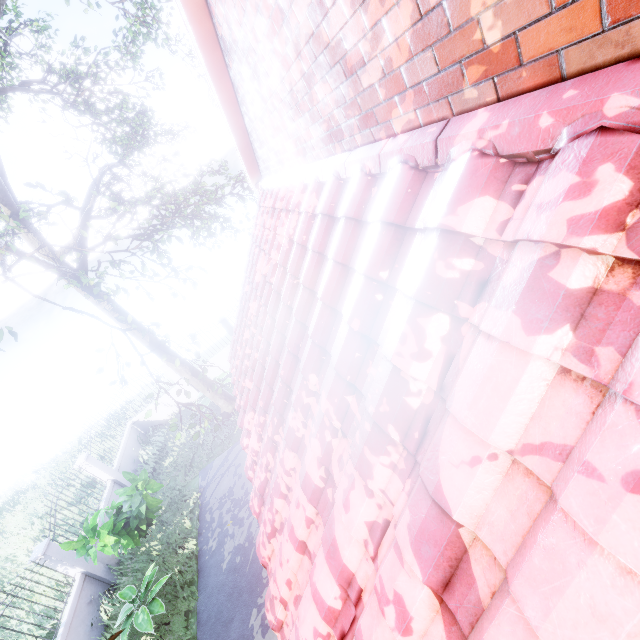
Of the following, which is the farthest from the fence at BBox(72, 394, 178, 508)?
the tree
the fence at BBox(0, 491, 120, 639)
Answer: the fence at BBox(0, 491, 120, 639)

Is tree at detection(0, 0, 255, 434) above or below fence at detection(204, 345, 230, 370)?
above

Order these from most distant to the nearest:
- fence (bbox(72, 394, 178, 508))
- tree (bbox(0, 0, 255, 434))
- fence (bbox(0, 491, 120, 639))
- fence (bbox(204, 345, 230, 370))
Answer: fence (bbox(204, 345, 230, 370)), fence (bbox(72, 394, 178, 508)), fence (bbox(0, 491, 120, 639)), tree (bbox(0, 0, 255, 434))

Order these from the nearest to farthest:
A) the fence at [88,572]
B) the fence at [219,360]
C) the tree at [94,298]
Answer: the tree at [94,298] → the fence at [88,572] → the fence at [219,360]

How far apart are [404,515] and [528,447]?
0.8 meters

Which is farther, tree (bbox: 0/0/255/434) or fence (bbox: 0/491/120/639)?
fence (bbox: 0/491/120/639)

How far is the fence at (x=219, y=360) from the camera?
15.1 meters

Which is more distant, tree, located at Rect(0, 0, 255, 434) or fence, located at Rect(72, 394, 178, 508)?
fence, located at Rect(72, 394, 178, 508)
